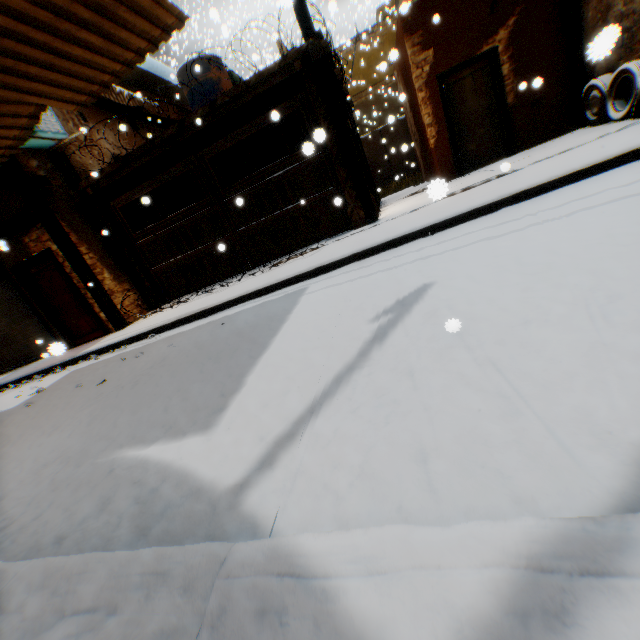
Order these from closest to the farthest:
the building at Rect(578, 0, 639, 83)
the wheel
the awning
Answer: the building at Rect(578, 0, 639, 83) < the wheel < the awning

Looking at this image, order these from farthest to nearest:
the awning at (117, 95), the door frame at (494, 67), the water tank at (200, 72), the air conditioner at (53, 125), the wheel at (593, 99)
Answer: the water tank at (200, 72) < the awning at (117, 95) < the door frame at (494, 67) < the air conditioner at (53, 125) < the wheel at (593, 99)

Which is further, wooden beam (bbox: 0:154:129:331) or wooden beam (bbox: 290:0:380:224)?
wooden beam (bbox: 0:154:129:331)

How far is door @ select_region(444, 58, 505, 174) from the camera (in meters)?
8.07

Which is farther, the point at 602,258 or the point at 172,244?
the point at 172,244

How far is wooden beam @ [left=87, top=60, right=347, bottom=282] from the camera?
6.73m

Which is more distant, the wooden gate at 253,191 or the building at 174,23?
the wooden gate at 253,191

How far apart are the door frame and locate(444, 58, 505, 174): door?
0.0 meters
